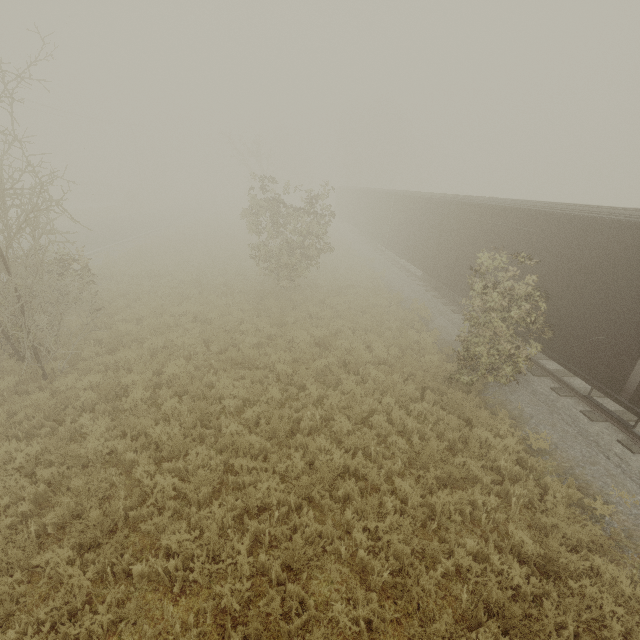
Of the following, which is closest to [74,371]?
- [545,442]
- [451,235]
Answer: [545,442]
